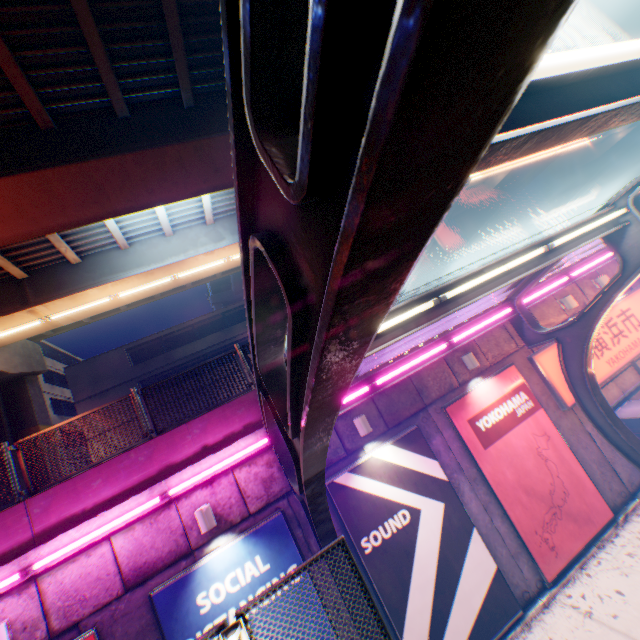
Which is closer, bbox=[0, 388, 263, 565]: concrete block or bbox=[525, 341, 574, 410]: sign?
bbox=[0, 388, 263, 565]: concrete block

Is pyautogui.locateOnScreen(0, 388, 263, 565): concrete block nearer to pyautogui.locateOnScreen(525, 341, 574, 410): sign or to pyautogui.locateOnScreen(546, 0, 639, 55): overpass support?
pyautogui.locateOnScreen(525, 341, 574, 410): sign

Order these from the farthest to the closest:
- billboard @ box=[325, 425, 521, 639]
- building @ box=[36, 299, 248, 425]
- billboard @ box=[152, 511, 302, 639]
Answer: building @ box=[36, 299, 248, 425] → billboard @ box=[325, 425, 521, 639] → billboard @ box=[152, 511, 302, 639]

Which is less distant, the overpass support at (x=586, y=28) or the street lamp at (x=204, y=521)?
the street lamp at (x=204, y=521)

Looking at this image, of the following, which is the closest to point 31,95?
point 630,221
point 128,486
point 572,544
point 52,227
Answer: point 52,227

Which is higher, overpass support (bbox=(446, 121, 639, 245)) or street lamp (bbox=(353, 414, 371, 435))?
overpass support (bbox=(446, 121, 639, 245))

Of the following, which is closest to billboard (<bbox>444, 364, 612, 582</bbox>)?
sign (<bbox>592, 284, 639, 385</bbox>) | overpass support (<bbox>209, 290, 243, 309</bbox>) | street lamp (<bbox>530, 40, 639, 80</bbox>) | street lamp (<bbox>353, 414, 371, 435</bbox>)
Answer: sign (<bbox>592, 284, 639, 385</bbox>)

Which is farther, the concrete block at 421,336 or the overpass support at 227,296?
the overpass support at 227,296
